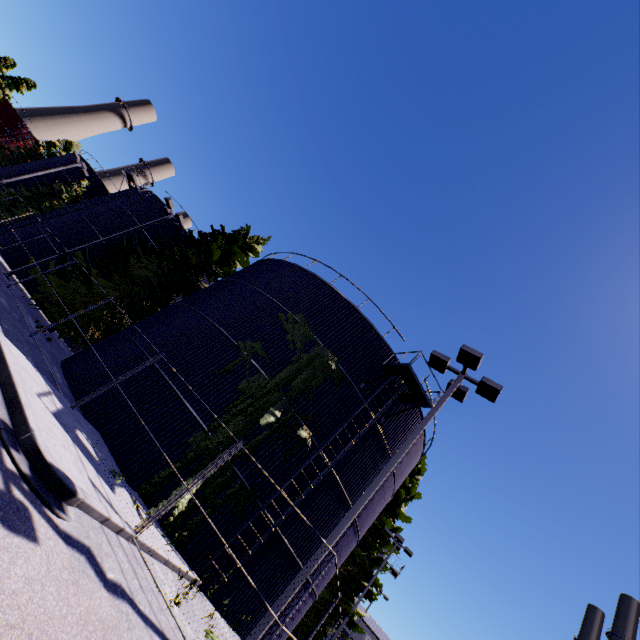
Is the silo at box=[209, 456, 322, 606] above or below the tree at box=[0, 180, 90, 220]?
above

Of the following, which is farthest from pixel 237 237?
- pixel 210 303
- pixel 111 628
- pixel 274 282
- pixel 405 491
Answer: pixel 405 491

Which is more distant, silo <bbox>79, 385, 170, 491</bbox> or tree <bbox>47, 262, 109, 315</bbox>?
tree <bbox>47, 262, 109, 315</bbox>

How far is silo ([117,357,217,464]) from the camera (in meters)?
11.75

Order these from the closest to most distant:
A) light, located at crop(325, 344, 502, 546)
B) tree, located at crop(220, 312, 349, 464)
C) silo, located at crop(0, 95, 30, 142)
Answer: light, located at crop(325, 344, 502, 546) → tree, located at crop(220, 312, 349, 464) → silo, located at crop(0, 95, 30, 142)

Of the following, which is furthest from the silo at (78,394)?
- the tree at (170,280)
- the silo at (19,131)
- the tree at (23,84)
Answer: the tree at (23,84)

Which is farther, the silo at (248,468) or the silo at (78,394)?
the silo at (78,394)

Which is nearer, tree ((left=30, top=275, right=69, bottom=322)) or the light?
the light
